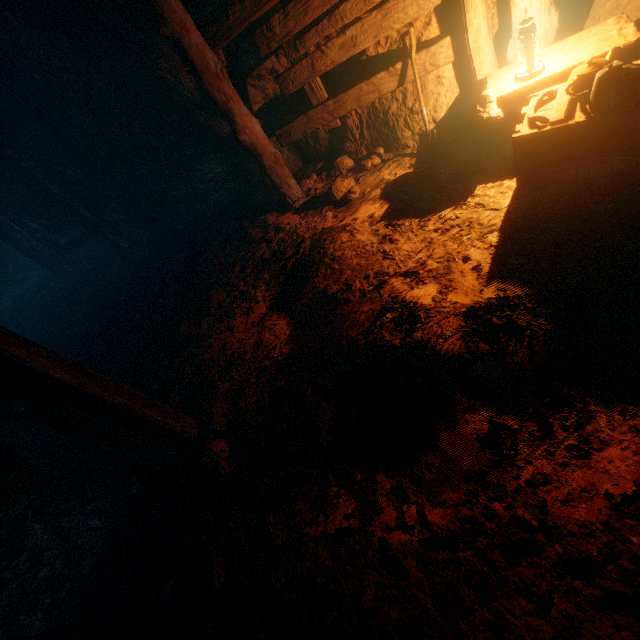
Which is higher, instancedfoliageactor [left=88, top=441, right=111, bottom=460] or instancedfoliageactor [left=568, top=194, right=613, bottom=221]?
instancedfoliageactor [left=568, top=194, right=613, bottom=221]

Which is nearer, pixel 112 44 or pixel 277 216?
pixel 112 44

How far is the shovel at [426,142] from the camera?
3.5m

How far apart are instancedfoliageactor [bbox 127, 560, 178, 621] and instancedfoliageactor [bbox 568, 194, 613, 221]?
3.8m

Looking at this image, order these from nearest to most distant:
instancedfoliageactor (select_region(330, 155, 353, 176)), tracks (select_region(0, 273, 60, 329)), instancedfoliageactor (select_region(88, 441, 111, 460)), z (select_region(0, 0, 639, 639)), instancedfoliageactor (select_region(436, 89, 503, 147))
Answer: z (select_region(0, 0, 639, 639)) → instancedfoliageactor (select_region(436, 89, 503, 147)) → instancedfoliageactor (select_region(88, 441, 111, 460)) → instancedfoliageactor (select_region(330, 155, 353, 176)) → tracks (select_region(0, 273, 60, 329))

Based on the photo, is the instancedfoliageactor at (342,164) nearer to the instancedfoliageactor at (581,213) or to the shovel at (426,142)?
the shovel at (426,142)

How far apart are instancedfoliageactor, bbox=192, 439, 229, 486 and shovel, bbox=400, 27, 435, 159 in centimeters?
400cm

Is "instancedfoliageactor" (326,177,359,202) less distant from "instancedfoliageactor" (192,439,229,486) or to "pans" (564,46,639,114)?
"pans" (564,46,639,114)
